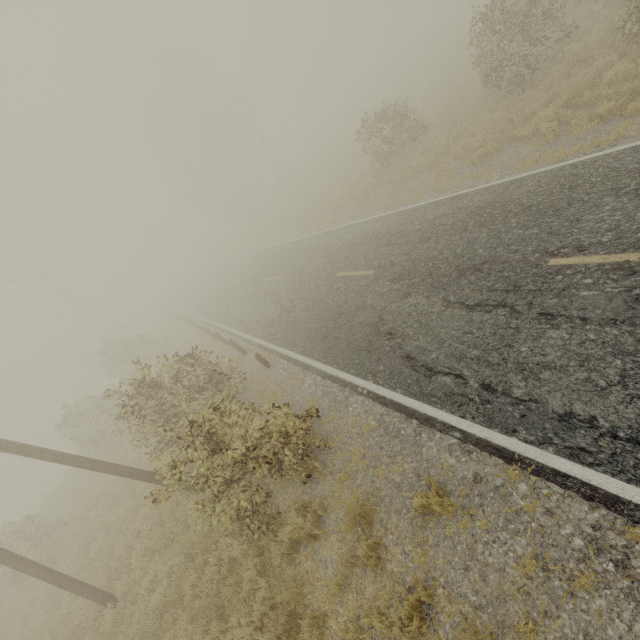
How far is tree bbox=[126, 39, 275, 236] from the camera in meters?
35.5

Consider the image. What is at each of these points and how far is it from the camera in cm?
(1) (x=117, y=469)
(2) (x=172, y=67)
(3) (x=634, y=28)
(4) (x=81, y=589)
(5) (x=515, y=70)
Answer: (1) utility pole, 833
(2) tree, 3428
(3) tree, 904
(4) utility pole, 830
(5) tree, 1201

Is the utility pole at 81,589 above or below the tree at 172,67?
below

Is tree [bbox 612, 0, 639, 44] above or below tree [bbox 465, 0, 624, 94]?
below

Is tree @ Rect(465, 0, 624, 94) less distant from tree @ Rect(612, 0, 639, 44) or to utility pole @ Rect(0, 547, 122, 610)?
tree @ Rect(612, 0, 639, 44)

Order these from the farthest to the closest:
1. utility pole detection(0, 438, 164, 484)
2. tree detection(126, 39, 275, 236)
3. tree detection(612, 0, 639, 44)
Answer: tree detection(126, 39, 275, 236)
tree detection(612, 0, 639, 44)
utility pole detection(0, 438, 164, 484)

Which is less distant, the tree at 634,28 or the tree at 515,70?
the tree at 634,28

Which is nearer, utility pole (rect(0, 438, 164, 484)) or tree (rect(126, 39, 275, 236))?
utility pole (rect(0, 438, 164, 484))
